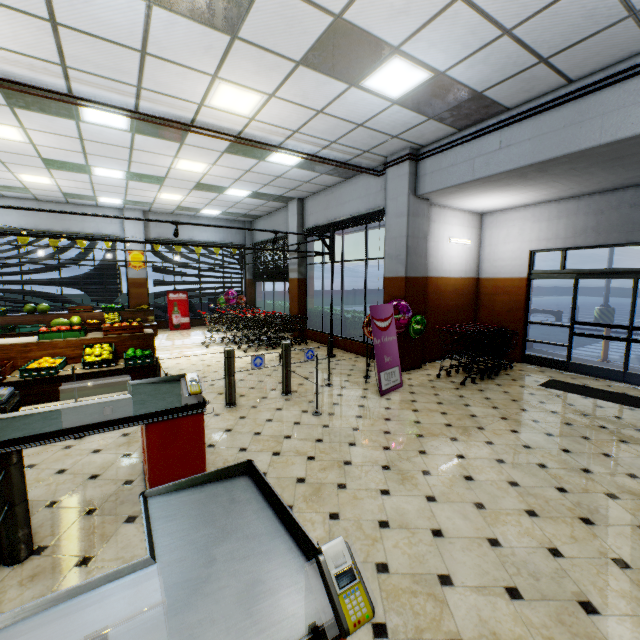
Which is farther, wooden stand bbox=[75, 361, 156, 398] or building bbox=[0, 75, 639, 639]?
wooden stand bbox=[75, 361, 156, 398]

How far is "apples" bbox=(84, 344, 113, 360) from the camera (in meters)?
6.07

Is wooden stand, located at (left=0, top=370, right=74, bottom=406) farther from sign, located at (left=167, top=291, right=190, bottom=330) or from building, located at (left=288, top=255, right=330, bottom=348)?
sign, located at (left=167, top=291, right=190, bottom=330)

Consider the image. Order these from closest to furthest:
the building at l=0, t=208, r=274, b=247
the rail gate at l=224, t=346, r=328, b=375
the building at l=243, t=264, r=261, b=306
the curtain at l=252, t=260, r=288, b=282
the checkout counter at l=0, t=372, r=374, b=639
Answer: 1. the checkout counter at l=0, t=372, r=374, b=639
2. the rail gate at l=224, t=346, r=328, b=375
3. the building at l=0, t=208, r=274, b=247
4. the curtain at l=252, t=260, r=288, b=282
5. the building at l=243, t=264, r=261, b=306

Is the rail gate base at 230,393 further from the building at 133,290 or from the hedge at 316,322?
the hedge at 316,322

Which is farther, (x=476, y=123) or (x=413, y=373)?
(x=413, y=373)

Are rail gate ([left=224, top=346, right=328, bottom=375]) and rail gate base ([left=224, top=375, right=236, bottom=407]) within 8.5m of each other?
yes

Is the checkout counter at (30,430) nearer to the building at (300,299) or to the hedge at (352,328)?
the building at (300,299)
